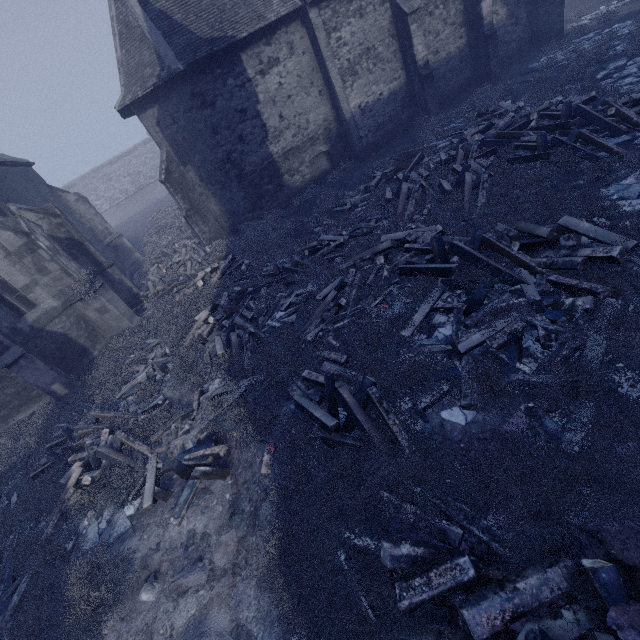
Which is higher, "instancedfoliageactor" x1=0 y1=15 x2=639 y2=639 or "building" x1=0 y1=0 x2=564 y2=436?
"building" x1=0 y1=0 x2=564 y2=436

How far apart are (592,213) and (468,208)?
2.68m

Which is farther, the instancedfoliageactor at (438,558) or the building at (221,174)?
the building at (221,174)

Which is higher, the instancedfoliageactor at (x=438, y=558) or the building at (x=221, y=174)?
the building at (x=221, y=174)

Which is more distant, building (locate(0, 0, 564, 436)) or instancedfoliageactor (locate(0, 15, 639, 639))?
building (locate(0, 0, 564, 436))
